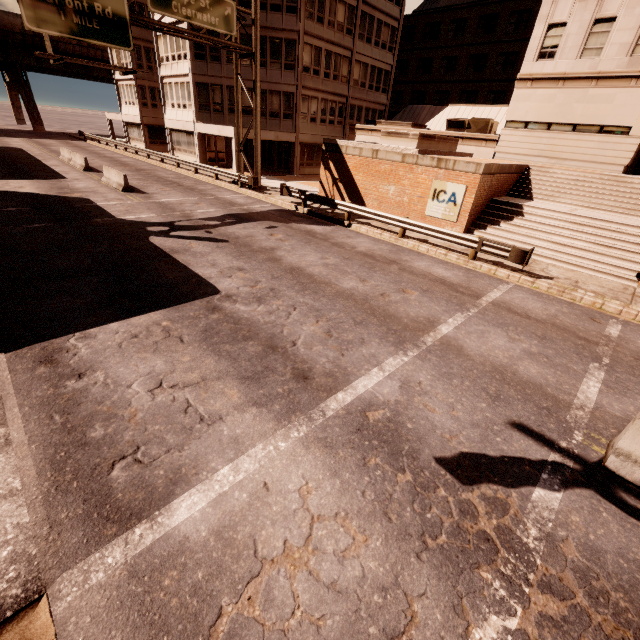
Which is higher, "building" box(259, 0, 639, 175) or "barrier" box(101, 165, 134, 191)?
"building" box(259, 0, 639, 175)

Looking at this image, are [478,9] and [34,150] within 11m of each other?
no

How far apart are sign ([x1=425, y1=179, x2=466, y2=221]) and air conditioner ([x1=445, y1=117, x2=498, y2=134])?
12.67m

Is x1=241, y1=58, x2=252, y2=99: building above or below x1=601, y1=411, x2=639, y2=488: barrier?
above

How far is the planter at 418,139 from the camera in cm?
1758

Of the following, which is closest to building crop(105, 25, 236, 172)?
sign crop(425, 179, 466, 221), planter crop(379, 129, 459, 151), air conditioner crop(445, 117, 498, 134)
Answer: air conditioner crop(445, 117, 498, 134)

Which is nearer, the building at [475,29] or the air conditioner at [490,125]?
the building at [475,29]

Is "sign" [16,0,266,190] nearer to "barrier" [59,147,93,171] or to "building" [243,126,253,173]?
"building" [243,126,253,173]
